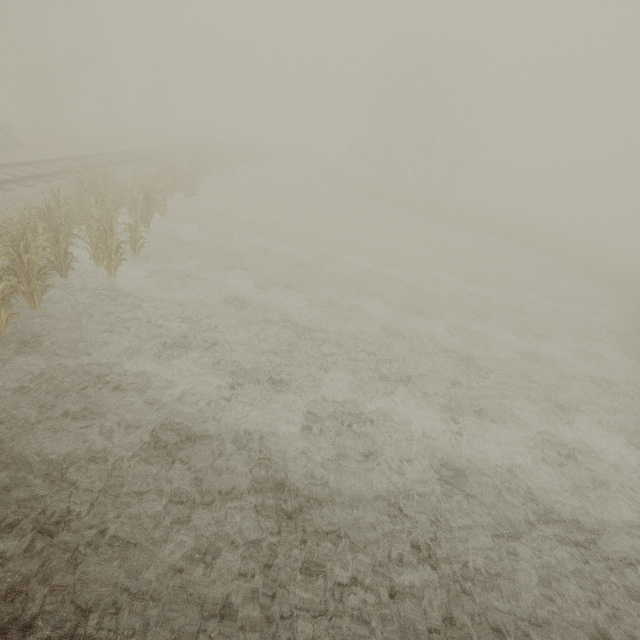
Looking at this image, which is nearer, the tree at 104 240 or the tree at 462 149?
the tree at 104 240

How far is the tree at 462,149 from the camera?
35.7m

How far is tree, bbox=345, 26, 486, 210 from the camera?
35.66m

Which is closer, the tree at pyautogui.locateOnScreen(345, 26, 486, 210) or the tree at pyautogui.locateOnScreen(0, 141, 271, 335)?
the tree at pyautogui.locateOnScreen(0, 141, 271, 335)

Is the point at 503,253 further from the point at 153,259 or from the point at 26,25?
the point at 26,25

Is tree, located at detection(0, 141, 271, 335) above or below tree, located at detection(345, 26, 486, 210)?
below
